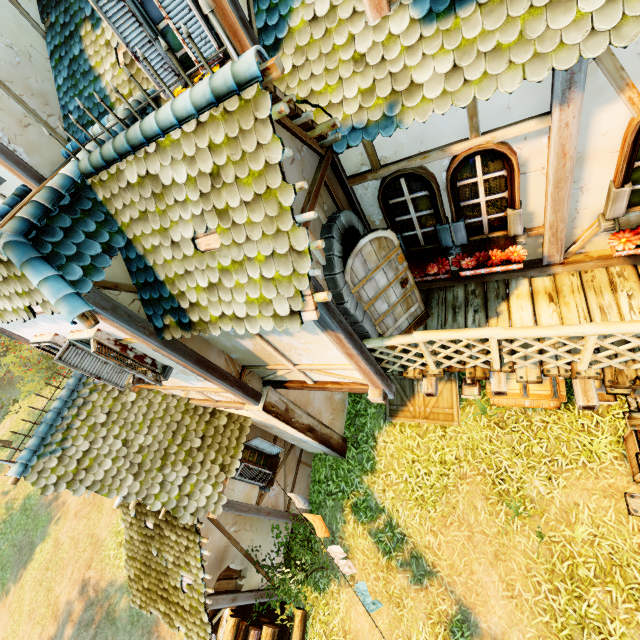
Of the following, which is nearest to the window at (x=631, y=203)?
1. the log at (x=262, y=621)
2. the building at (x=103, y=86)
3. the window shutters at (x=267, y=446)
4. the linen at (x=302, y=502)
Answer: the building at (x=103, y=86)

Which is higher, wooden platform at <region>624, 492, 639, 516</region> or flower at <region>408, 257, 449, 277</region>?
flower at <region>408, 257, 449, 277</region>

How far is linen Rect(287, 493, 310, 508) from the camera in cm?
761

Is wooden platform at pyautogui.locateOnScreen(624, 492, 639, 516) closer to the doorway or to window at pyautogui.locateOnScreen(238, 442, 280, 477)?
the doorway

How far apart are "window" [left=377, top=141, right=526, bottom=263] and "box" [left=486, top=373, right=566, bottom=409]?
3.7 meters

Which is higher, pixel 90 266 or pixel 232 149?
pixel 232 149

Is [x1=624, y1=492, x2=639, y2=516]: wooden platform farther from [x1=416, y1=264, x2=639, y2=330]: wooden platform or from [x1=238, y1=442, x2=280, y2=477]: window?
[x1=238, y1=442, x2=280, y2=477]: window

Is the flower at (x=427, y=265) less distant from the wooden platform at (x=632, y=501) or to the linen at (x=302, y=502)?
the wooden platform at (x=632, y=501)
